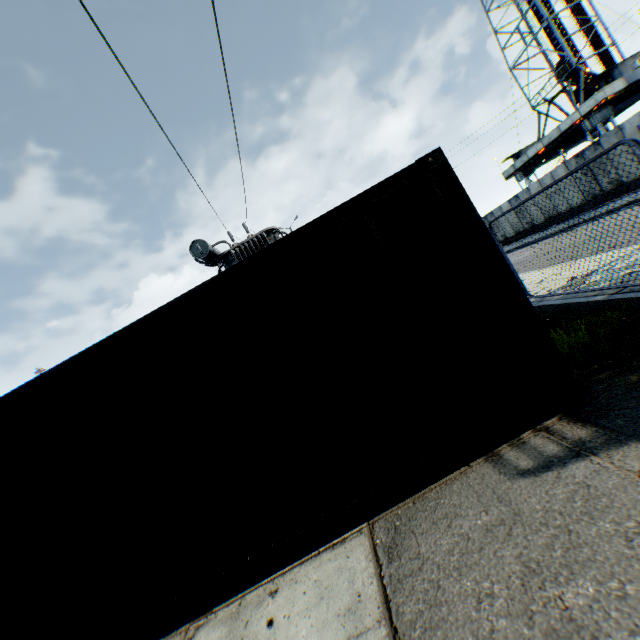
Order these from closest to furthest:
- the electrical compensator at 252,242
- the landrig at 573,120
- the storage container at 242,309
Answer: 1. the storage container at 242,309
2. the electrical compensator at 252,242
3. the landrig at 573,120

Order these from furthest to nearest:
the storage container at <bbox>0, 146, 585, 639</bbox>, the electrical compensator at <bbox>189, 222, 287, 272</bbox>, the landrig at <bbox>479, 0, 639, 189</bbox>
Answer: the landrig at <bbox>479, 0, 639, 189</bbox>
the electrical compensator at <bbox>189, 222, 287, 272</bbox>
the storage container at <bbox>0, 146, 585, 639</bbox>

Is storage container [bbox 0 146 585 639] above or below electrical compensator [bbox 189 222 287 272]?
below

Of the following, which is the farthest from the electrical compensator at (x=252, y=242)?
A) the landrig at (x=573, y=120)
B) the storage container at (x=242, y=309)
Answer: the landrig at (x=573, y=120)

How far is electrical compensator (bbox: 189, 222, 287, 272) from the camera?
12.5 meters

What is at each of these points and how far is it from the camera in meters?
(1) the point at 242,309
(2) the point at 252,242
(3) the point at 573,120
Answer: (1) storage container, 3.4
(2) electrical compensator, 13.0
(3) landrig, 26.7

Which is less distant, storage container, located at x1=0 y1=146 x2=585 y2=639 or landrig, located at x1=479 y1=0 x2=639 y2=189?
storage container, located at x1=0 y1=146 x2=585 y2=639

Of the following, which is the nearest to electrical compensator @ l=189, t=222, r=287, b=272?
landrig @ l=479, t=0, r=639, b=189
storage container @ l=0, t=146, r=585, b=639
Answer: storage container @ l=0, t=146, r=585, b=639
